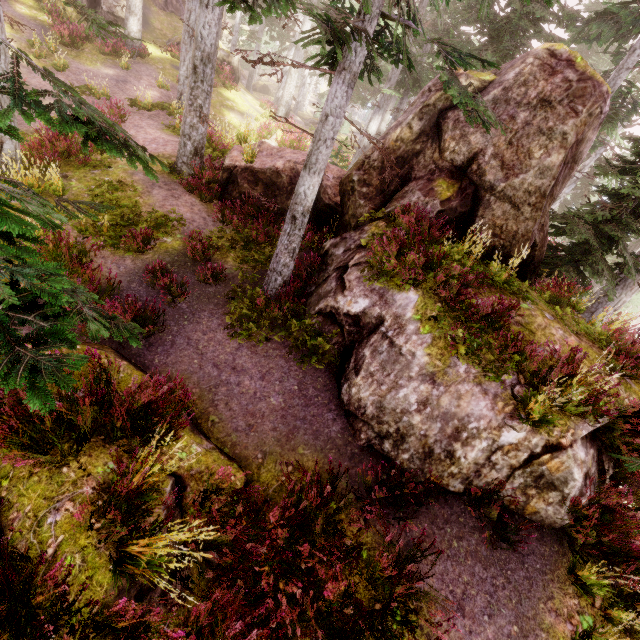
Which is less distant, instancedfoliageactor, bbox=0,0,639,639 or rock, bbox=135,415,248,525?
→ instancedfoliageactor, bbox=0,0,639,639

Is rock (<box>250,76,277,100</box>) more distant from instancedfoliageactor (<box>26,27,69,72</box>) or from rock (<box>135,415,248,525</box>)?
rock (<box>135,415,248,525</box>)

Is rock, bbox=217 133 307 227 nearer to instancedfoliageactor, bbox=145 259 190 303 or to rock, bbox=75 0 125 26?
instancedfoliageactor, bbox=145 259 190 303

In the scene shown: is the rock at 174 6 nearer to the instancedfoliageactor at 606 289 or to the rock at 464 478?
the instancedfoliageactor at 606 289

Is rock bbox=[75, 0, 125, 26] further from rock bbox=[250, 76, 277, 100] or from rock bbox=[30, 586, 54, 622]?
rock bbox=[30, 586, 54, 622]

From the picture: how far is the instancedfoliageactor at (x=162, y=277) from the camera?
7.8m

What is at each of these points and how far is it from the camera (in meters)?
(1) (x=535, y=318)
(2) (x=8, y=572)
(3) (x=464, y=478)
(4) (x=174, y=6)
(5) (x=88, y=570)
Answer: (1) rock, 6.93
(2) instancedfoliageactor, 2.68
(3) rock, 5.57
(4) rock, 28.53
(5) rock, 3.09
